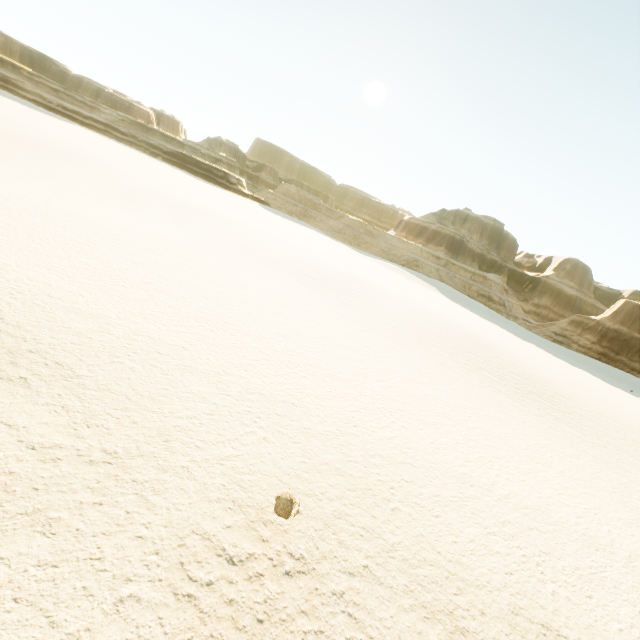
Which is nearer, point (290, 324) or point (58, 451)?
point (58, 451)
